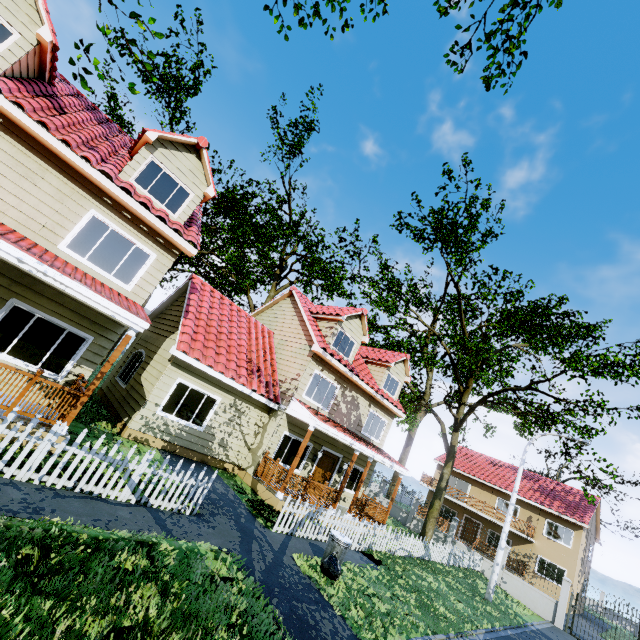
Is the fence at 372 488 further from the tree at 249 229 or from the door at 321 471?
the door at 321 471

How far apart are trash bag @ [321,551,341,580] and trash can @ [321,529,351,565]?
0.0m

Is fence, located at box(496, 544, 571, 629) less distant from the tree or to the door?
the tree

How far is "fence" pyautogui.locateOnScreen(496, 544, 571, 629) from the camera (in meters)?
18.36

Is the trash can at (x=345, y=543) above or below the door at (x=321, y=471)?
below

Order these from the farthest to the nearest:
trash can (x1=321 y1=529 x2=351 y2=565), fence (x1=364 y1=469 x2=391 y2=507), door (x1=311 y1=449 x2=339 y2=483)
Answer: fence (x1=364 y1=469 x2=391 y2=507) → door (x1=311 y1=449 x2=339 y2=483) → trash can (x1=321 y1=529 x2=351 y2=565)

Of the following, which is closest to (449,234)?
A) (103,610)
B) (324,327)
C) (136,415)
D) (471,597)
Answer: (324,327)

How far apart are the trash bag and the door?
6.56m
